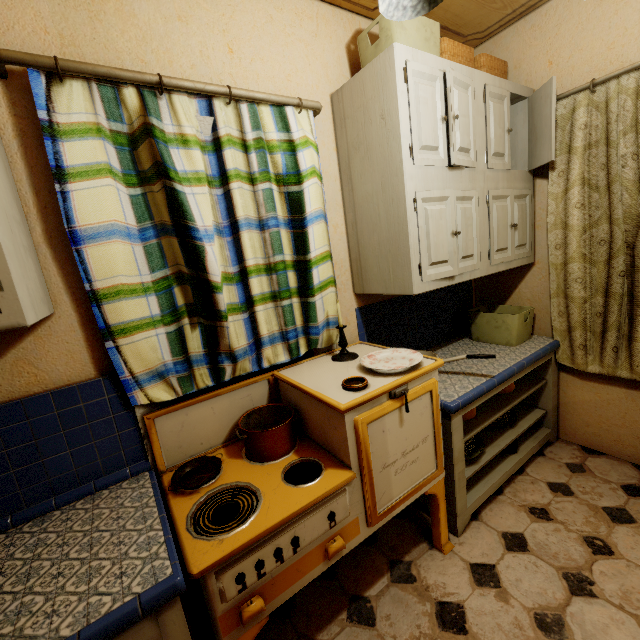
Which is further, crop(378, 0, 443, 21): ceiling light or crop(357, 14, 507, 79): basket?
crop(357, 14, 507, 79): basket

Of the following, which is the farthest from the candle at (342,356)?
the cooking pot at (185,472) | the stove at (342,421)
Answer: the cooking pot at (185,472)

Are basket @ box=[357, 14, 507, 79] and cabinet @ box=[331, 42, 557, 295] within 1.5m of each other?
yes

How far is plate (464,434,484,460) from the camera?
1.9 meters

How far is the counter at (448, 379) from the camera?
1.71m

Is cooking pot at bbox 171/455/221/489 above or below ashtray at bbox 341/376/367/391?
below

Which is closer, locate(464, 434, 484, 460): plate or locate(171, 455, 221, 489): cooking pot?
locate(171, 455, 221, 489): cooking pot

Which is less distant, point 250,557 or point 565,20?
point 250,557
